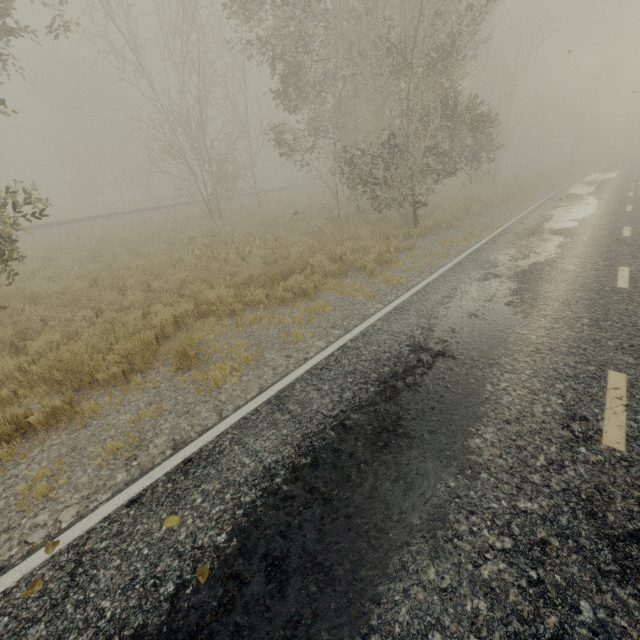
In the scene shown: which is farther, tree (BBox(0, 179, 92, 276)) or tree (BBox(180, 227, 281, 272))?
tree (BBox(180, 227, 281, 272))

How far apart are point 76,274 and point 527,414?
12.92m

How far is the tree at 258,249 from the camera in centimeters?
1121cm

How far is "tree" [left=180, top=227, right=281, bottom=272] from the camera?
11.2m
